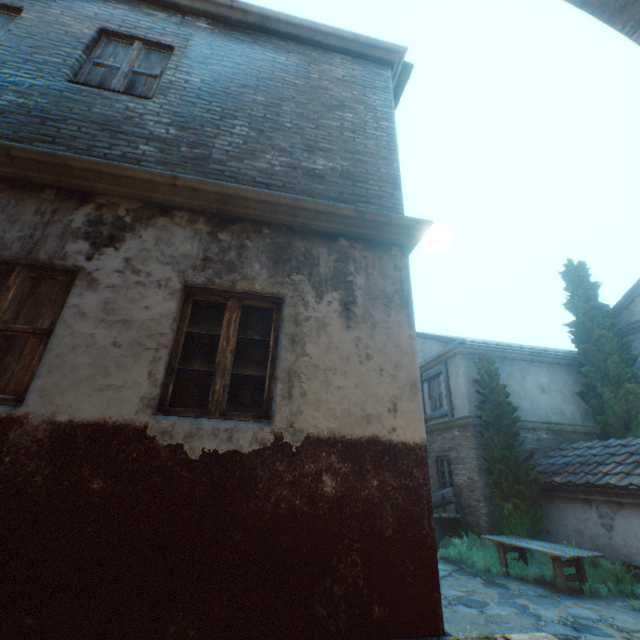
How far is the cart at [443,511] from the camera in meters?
10.1

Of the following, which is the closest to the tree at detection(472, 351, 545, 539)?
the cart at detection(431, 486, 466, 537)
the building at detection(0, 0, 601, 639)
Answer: the building at detection(0, 0, 601, 639)

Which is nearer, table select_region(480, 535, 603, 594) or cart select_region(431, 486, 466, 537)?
table select_region(480, 535, 603, 594)

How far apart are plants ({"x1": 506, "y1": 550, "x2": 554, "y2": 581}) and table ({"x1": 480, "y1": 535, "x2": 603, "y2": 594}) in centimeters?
3cm

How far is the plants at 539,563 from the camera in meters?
7.6

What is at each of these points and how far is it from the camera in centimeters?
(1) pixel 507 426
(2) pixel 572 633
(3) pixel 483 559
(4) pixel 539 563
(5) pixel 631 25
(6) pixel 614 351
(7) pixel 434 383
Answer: (1) tree, 996cm
(2) ground stones, 492cm
(3) plants, 838cm
(4) plants, 845cm
(5) building, 296cm
(6) tree, 1191cm
(7) building, 1345cm

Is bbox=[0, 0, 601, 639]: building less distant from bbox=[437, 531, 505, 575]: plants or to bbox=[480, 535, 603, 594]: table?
bbox=[437, 531, 505, 575]: plants

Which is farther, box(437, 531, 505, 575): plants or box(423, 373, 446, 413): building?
box(423, 373, 446, 413): building
